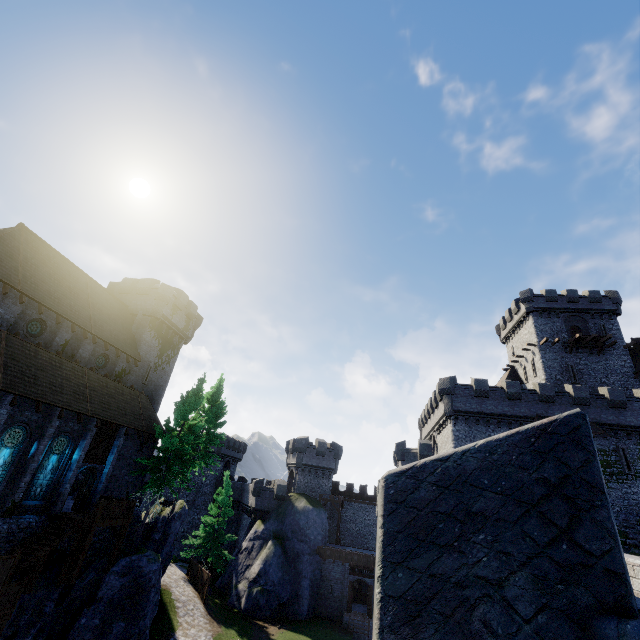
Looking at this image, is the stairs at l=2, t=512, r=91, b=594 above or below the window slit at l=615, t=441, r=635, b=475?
below

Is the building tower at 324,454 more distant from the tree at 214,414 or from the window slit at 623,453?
the window slit at 623,453

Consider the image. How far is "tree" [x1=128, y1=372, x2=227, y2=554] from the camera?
24.8 meters

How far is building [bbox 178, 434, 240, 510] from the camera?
50.72m

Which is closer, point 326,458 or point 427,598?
point 427,598

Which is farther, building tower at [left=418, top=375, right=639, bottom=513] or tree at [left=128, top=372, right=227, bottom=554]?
building tower at [left=418, top=375, right=639, bottom=513]

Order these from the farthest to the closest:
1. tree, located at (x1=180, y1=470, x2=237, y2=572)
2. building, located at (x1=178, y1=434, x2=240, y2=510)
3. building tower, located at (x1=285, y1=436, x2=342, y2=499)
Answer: building, located at (x1=178, y1=434, x2=240, y2=510) < building tower, located at (x1=285, y1=436, x2=342, y2=499) < tree, located at (x1=180, y1=470, x2=237, y2=572)

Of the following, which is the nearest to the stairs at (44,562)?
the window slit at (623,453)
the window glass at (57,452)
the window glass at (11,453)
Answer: the window glass at (57,452)
